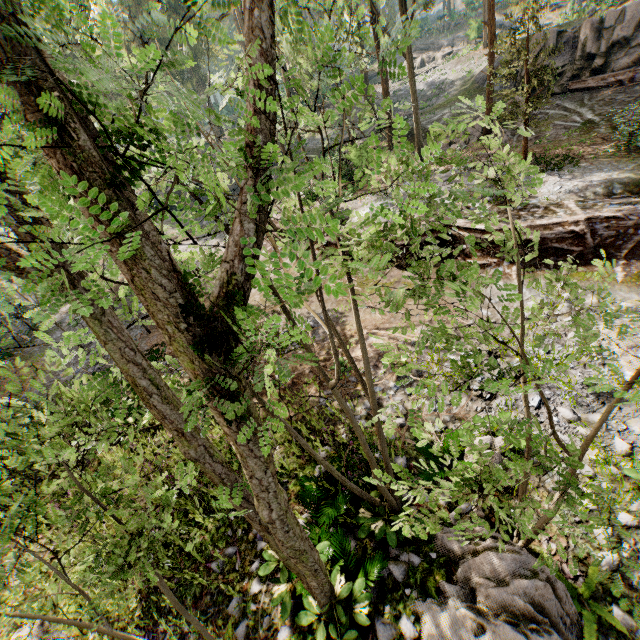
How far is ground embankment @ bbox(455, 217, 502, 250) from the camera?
12.5 meters

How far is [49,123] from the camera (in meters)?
1.42

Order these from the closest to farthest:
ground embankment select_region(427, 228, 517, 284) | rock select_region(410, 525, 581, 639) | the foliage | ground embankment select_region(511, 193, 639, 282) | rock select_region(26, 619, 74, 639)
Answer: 1. the foliage
2. rock select_region(410, 525, 581, 639)
3. rock select_region(26, 619, 74, 639)
4. ground embankment select_region(511, 193, 639, 282)
5. ground embankment select_region(427, 228, 517, 284)

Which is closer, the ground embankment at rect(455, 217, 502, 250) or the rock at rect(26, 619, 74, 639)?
the rock at rect(26, 619, 74, 639)

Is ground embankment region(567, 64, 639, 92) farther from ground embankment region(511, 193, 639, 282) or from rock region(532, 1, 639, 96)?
ground embankment region(511, 193, 639, 282)

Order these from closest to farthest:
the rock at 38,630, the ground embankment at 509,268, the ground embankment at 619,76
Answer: the rock at 38,630
the ground embankment at 509,268
the ground embankment at 619,76

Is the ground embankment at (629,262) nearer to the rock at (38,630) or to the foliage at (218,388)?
the foliage at (218,388)

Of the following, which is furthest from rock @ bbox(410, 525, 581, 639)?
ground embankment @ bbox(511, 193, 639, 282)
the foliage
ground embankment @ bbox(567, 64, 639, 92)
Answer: ground embankment @ bbox(567, 64, 639, 92)
